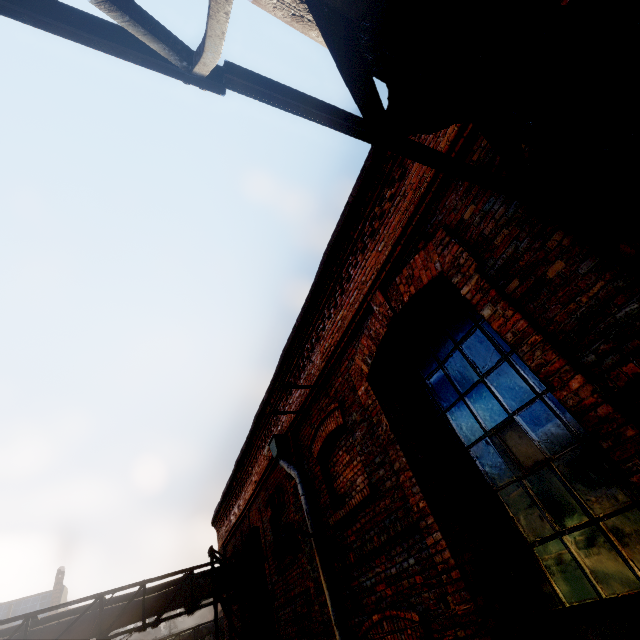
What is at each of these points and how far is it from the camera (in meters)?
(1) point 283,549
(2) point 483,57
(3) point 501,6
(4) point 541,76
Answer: (1) light, 4.50
(2) pipe, 1.26
(3) pipe, 1.20
(4) scaffolding, 1.16

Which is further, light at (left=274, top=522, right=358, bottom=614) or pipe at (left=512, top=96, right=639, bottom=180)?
light at (left=274, top=522, right=358, bottom=614)

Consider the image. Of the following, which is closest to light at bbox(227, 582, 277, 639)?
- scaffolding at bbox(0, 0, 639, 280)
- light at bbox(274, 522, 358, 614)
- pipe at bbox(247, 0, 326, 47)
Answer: pipe at bbox(247, 0, 326, 47)

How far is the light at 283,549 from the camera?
4.51m

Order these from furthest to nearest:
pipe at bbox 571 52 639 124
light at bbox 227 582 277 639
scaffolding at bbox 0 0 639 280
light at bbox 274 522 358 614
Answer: light at bbox 227 582 277 639 → light at bbox 274 522 358 614 → pipe at bbox 571 52 639 124 → scaffolding at bbox 0 0 639 280

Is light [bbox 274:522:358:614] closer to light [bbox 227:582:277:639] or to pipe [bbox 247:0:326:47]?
light [bbox 227:582:277:639]

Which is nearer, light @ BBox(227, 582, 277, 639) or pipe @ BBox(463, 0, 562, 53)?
pipe @ BBox(463, 0, 562, 53)

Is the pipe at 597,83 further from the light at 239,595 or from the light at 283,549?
the light at 283,549
